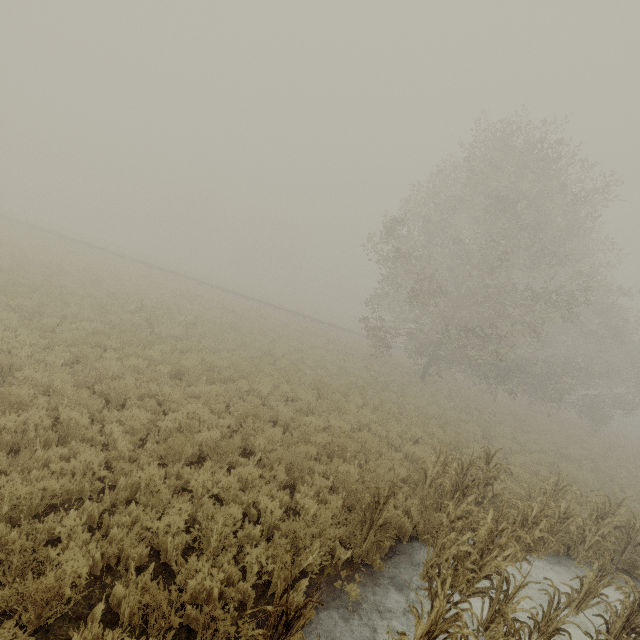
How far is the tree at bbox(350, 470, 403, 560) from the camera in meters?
5.6

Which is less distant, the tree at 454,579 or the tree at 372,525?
the tree at 454,579

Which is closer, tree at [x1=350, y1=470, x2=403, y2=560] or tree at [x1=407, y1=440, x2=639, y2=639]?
tree at [x1=407, y1=440, x2=639, y2=639]

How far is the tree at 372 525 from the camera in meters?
5.6 m

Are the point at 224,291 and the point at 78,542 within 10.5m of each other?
no
